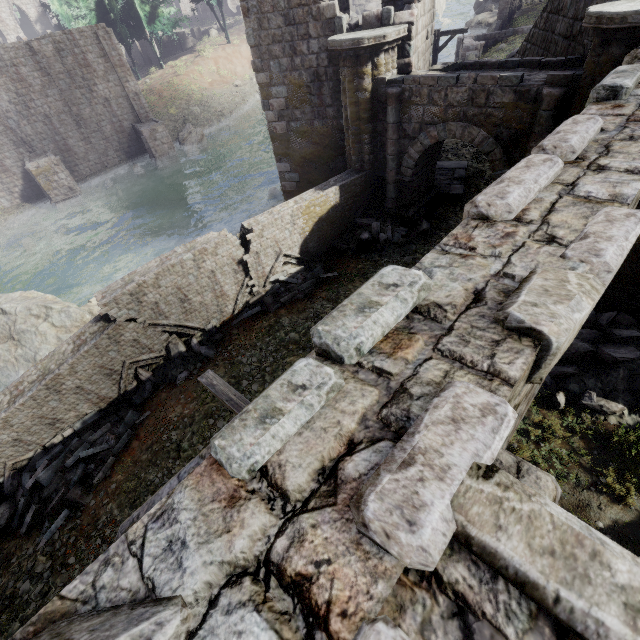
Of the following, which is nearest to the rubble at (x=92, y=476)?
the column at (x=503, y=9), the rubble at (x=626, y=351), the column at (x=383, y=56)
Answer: the column at (x=383, y=56)

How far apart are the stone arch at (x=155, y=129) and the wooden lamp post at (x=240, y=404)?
32.75m

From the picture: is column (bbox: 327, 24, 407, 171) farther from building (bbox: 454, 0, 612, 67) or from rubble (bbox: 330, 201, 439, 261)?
rubble (bbox: 330, 201, 439, 261)

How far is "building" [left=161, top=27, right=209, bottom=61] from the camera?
47.4m

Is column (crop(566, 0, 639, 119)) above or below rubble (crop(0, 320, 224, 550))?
above

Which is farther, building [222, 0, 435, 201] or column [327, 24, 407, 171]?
building [222, 0, 435, 201]

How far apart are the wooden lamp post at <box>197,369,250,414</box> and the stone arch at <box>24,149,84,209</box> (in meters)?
32.30

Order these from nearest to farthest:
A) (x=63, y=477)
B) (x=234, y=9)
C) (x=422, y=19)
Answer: (x=63, y=477)
(x=422, y=19)
(x=234, y=9)
